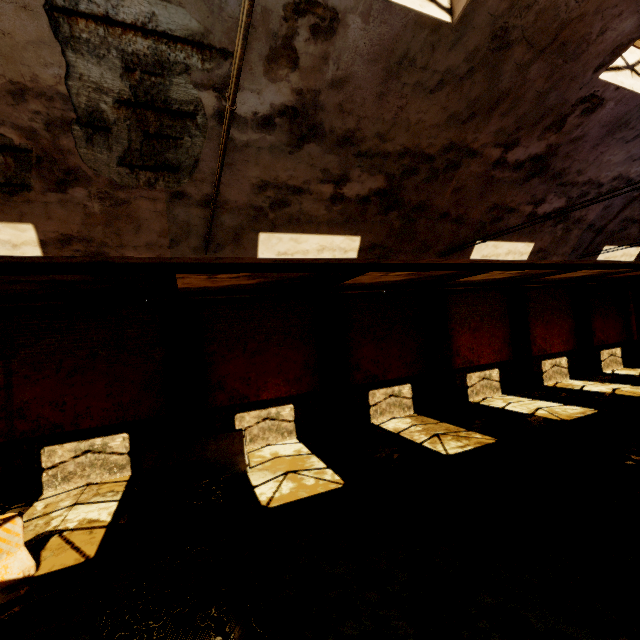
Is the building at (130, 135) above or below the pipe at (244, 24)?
above

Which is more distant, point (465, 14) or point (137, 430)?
point (137, 430)

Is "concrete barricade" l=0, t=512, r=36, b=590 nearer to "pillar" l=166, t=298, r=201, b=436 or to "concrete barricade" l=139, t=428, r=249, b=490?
"concrete barricade" l=139, t=428, r=249, b=490

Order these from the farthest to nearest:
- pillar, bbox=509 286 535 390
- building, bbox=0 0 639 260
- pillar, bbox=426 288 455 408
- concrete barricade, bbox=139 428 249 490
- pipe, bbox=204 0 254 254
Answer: pillar, bbox=509 286 535 390
pillar, bbox=426 288 455 408
concrete barricade, bbox=139 428 249 490
building, bbox=0 0 639 260
pipe, bbox=204 0 254 254

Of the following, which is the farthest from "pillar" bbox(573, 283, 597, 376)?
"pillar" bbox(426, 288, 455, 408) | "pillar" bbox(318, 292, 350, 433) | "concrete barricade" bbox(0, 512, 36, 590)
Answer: "concrete barricade" bbox(0, 512, 36, 590)

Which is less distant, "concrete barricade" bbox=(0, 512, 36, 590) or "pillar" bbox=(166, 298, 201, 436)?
"concrete barricade" bbox=(0, 512, 36, 590)

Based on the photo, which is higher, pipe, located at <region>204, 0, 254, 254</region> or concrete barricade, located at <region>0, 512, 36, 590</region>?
pipe, located at <region>204, 0, 254, 254</region>

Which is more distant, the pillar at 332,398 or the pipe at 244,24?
the pillar at 332,398
